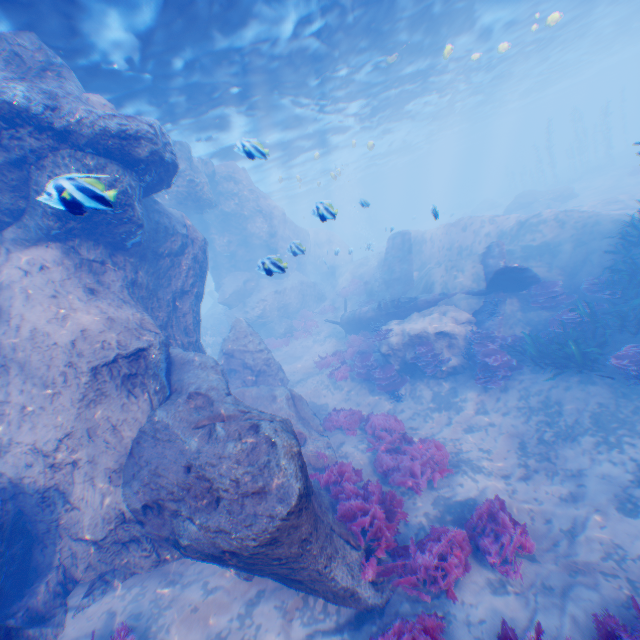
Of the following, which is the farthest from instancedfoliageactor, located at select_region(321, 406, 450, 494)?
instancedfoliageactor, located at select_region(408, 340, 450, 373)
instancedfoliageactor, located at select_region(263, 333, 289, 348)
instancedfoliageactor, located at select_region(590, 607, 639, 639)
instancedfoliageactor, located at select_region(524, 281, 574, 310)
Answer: instancedfoliageactor, located at select_region(263, 333, 289, 348)

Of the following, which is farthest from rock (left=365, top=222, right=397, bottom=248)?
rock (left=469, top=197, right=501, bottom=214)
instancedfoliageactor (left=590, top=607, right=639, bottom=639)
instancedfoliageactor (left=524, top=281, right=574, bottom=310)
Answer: rock (left=469, top=197, right=501, bottom=214)

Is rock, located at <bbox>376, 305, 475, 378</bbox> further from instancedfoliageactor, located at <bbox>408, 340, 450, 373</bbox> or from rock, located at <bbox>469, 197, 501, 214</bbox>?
rock, located at <bbox>469, 197, 501, 214</bbox>

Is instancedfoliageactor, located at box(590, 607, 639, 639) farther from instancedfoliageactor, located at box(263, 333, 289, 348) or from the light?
instancedfoliageactor, located at box(263, 333, 289, 348)

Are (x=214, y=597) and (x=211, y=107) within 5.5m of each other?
no

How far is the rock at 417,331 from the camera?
13.1m

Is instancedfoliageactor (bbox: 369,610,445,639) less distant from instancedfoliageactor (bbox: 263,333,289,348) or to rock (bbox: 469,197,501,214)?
instancedfoliageactor (bbox: 263,333,289,348)

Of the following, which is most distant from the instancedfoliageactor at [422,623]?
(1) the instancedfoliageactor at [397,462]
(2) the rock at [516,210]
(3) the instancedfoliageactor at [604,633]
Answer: (2) the rock at [516,210]
